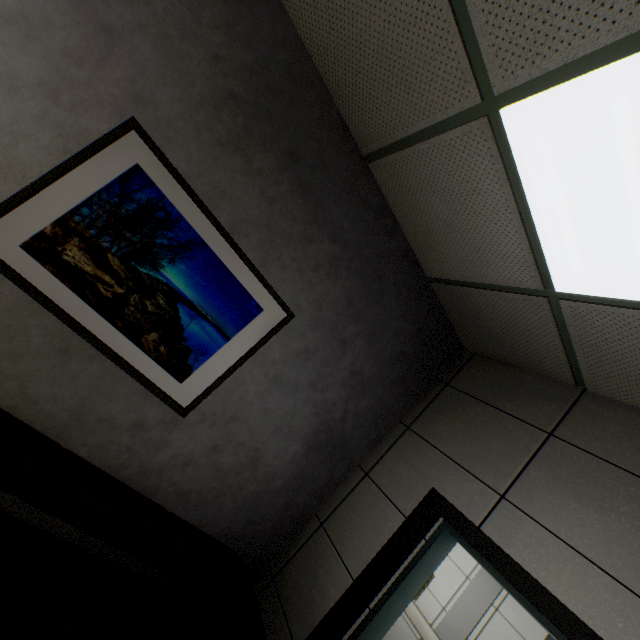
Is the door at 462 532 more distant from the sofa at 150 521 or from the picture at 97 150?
the picture at 97 150

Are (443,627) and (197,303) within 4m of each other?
no

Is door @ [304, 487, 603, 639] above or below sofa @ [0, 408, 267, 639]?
above

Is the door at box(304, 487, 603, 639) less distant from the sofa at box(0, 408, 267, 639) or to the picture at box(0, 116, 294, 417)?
the sofa at box(0, 408, 267, 639)

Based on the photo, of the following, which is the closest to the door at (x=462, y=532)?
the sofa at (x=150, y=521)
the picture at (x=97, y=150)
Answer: the sofa at (x=150, y=521)

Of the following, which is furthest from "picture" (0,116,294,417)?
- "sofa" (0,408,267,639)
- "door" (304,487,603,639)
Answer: "door" (304,487,603,639)
